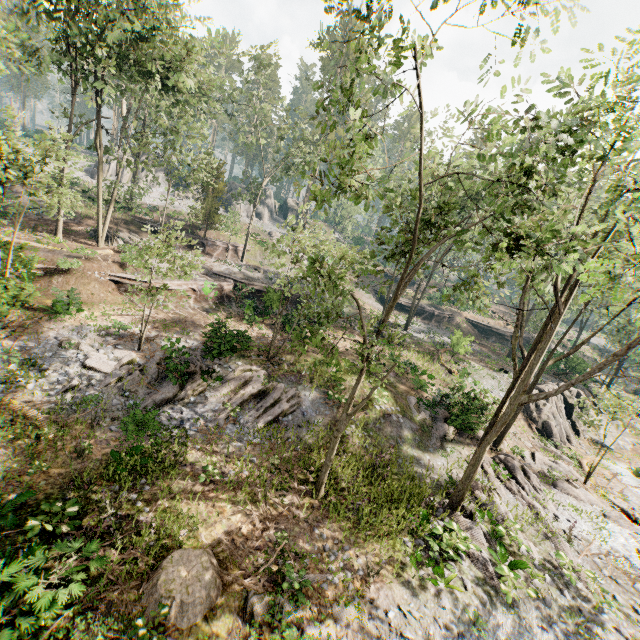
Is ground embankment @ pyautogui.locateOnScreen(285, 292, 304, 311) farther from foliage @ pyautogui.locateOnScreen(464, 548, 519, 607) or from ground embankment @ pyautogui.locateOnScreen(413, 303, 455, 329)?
foliage @ pyautogui.locateOnScreen(464, 548, 519, 607)

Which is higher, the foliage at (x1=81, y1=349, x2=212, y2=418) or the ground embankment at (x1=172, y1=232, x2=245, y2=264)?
the ground embankment at (x1=172, y1=232, x2=245, y2=264)

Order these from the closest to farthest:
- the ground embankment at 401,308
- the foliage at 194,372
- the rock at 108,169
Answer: the foliage at 194,372
the ground embankment at 401,308
the rock at 108,169

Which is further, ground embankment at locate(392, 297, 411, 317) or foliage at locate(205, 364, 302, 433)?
ground embankment at locate(392, 297, 411, 317)

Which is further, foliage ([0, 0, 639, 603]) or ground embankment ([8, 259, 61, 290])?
ground embankment ([8, 259, 61, 290])

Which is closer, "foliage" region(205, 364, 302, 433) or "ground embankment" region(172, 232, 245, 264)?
"foliage" region(205, 364, 302, 433)

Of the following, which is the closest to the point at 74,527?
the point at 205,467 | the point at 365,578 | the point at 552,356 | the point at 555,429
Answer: the point at 205,467

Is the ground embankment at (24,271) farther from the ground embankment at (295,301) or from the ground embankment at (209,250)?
the ground embankment at (209,250)
